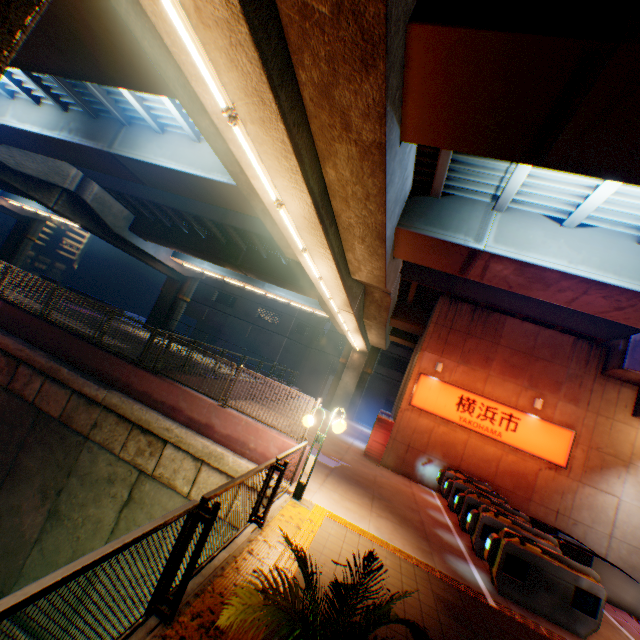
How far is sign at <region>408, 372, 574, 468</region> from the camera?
13.75m

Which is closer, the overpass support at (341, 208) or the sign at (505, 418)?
the overpass support at (341, 208)

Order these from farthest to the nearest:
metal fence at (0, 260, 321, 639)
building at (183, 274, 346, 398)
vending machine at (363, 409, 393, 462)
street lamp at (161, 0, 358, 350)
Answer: building at (183, 274, 346, 398), vending machine at (363, 409, 393, 462), street lamp at (161, 0, 358, 350), metal fence at (0, 260, 321, 639)

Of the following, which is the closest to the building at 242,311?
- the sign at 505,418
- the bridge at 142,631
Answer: the sign at 505,418

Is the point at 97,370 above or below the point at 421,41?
below

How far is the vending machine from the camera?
15.4 meters

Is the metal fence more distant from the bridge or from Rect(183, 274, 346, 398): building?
Rect(183, 274, 346, 398): building

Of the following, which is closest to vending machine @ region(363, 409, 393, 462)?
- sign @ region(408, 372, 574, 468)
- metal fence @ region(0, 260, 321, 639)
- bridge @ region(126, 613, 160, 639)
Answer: sign @ region(408, 372, 574, 468)
